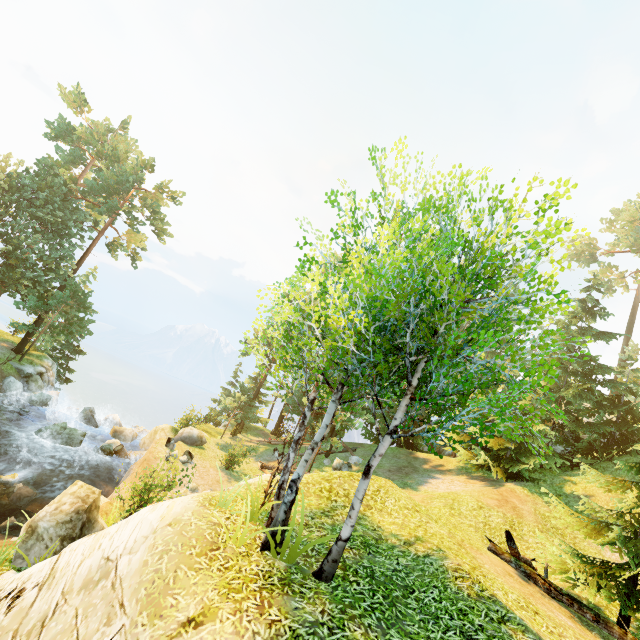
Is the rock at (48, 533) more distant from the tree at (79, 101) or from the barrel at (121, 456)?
the tree at (79, 101)

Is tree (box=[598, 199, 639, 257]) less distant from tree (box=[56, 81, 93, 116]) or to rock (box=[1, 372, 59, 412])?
rock (box=[1, 372, 59, 412])

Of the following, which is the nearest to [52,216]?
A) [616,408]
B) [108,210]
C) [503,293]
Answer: [108,210]

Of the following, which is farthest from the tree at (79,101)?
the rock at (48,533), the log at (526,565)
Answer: the log at (526,565)

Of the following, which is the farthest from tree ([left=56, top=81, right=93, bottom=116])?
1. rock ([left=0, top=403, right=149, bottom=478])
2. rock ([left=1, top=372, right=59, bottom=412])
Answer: rock ([left=0, top=403, right=149, bottom=478])

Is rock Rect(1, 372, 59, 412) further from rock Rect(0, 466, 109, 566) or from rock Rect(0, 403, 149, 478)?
rock Rect(0, 466, 109, 566)

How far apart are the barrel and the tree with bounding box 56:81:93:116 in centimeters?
3233cm

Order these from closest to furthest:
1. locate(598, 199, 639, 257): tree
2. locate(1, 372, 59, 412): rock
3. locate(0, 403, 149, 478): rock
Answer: locate(0, 403, 149, 478): rock
locate(1, 372, 59, 412): rock
locate(598, 199, 639, 257): tree
